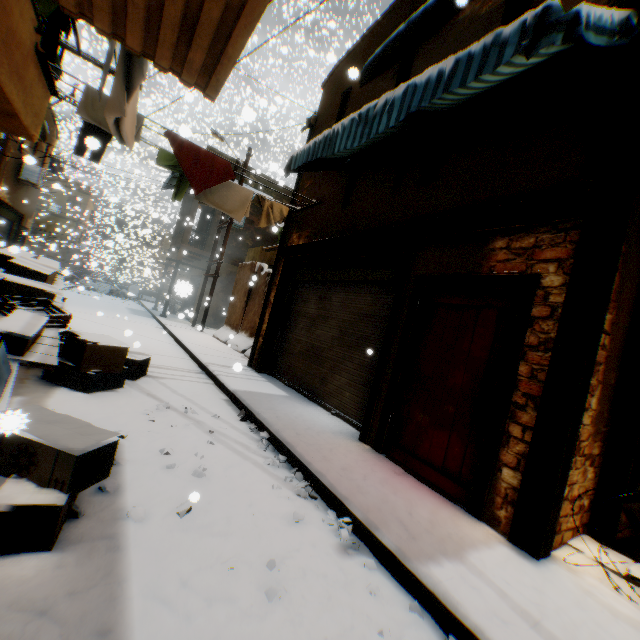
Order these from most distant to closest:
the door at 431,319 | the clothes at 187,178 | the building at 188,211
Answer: the building at 188,211 → the clothes at 187,178 → the door at 431,319

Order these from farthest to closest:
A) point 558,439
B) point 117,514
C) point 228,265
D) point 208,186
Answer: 1. point 228,265
2. point 208,186
3. point 558,439
4. point 117,514

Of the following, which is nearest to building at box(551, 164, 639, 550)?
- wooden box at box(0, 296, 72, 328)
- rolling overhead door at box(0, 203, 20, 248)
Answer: rolling overhead door at box(0, 203, 20, 248)

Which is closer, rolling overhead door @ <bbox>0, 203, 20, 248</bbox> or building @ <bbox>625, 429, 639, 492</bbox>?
building @ <bbox>625, 429, 639, 492</bbox>

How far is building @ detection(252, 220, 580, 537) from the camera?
3.01m

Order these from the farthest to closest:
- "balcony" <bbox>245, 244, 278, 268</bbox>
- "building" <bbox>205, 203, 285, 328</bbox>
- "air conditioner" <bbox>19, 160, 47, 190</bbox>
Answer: "building" <bbox>205, 203, 285, 328</bbox> → "air conditioner" <bbox>19, 160, 47, 190</bbox> → "balcony" <bbox>245, 244, 278, 268</bbox>

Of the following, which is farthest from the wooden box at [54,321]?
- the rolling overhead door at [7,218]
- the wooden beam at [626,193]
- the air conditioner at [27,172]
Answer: the air conditioner at [27,172]

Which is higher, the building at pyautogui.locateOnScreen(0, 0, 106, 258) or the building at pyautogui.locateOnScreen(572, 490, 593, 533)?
the building at pyautogui.locateOnScreen(0, 0, 106, 258)
